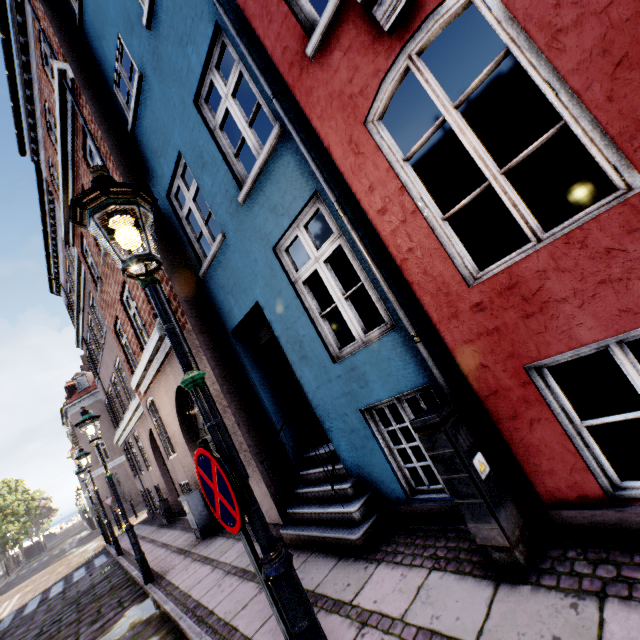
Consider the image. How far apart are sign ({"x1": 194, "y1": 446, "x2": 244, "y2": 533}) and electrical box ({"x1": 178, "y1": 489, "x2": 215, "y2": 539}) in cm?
682

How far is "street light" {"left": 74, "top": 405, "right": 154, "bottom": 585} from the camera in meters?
6.6 m

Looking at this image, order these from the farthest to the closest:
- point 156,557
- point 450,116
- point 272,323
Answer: point 156,557, point 272,323, point 450,116

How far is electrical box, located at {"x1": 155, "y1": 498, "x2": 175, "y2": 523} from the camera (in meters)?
12.13

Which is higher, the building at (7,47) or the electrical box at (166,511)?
the building at (7,47)

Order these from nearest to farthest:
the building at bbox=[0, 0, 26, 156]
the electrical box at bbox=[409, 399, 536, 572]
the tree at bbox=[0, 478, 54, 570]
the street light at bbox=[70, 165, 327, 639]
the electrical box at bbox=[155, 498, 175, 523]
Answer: the street light at bbox=[70, 165, 327, 639] < the electrical box at bbox=[409, 399, 536, 572] < the building at bbox=[0, 0, 26, 156] < the electrical box at bbox=[155, 498, 175, 523] < the tree at bbox=[0, 478, 54, 570]

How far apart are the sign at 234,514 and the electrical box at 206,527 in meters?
6.8 m

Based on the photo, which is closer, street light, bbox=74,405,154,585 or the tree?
street light, bbox=74,405,154,585
